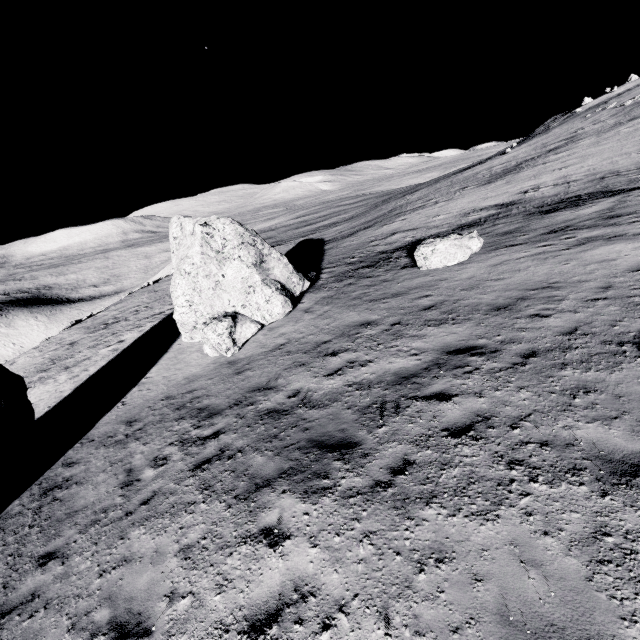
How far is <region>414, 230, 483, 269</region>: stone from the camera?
14.0 meters

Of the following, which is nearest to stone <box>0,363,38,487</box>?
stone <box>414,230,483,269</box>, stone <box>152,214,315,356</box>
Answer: stone <box>152,214,315,356</box>

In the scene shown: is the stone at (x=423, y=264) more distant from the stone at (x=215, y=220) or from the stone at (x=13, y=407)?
the stone at (x=13, y=407)

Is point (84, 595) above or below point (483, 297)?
below

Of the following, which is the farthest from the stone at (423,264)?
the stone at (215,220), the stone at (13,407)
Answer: the stone at (13,407)

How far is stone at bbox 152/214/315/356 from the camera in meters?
13.8

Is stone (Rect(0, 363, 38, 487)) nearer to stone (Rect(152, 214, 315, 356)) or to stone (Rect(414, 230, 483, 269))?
stone (Rect(152, 214, 315, 356))
